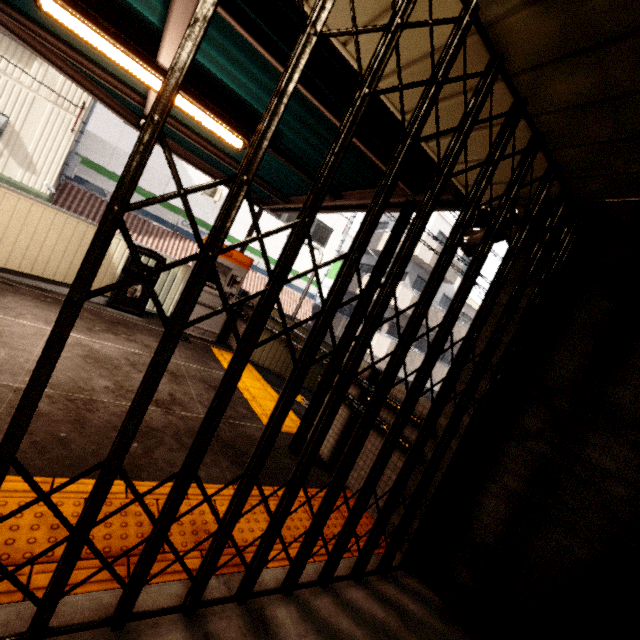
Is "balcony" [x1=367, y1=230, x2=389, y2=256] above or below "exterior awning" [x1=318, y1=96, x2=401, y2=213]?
above

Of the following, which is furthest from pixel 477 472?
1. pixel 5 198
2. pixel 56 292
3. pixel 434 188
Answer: pixel 5 198

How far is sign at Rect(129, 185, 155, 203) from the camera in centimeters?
1261cm

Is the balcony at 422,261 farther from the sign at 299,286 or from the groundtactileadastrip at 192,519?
the groundtactileadastrip at 192,519

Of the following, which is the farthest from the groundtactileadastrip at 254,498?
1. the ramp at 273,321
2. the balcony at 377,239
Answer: the balcony at 377,239

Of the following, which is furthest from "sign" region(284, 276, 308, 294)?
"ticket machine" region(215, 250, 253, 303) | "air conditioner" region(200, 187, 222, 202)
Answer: "ticket machine" region(215, 250, 253, 303)

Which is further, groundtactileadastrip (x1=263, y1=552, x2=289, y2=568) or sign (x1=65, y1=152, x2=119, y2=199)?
sign (x1=65, y1=152, x2=119, y2=199)

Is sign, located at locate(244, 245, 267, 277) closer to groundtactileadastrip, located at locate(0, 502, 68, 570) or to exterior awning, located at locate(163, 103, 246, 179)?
exterior awning, located at locate(163, 103, 246, 179)
